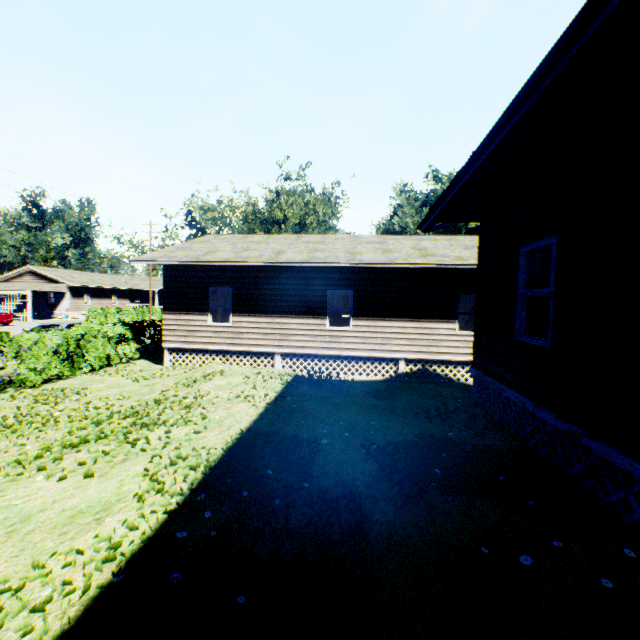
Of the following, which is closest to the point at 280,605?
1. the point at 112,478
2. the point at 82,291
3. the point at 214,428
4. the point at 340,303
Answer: the point at 112,478

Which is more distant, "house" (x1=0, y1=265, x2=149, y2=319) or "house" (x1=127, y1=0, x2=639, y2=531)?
"house" (x1=0, y1=265, x2=149, y2=319)

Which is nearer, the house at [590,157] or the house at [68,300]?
the house at [590,157]
